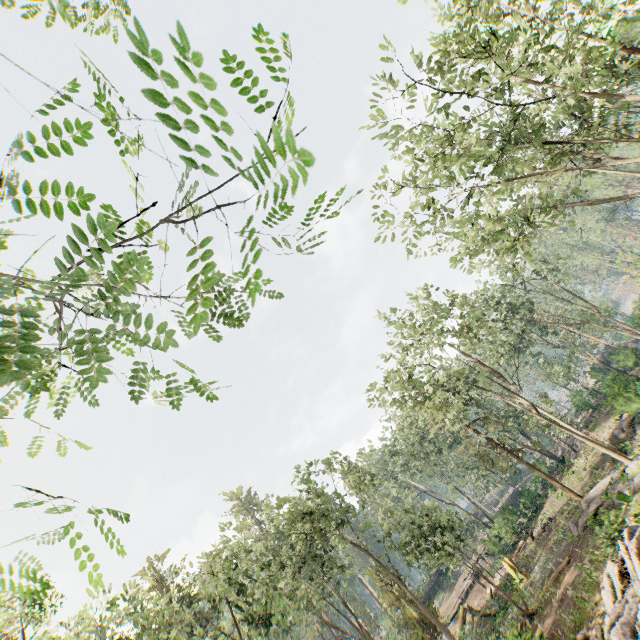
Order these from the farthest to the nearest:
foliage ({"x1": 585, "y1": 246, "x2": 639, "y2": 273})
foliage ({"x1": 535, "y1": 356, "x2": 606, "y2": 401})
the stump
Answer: foliage ({"x1": 535, "y1": 356, "x2": 606, "y2": 401}) < the stump < foliage ({"x1": 585, "y1": 246, "x2": 639, "y2": 273})

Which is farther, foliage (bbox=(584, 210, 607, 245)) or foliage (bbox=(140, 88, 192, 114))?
foliage (bbox=(584, 210, 607, 245))

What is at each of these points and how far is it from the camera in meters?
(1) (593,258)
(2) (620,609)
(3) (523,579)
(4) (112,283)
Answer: (1) foliage, 57.8
(2) foliage, 12.8
(3) stump, 25.1
(4) foliage, 1.0

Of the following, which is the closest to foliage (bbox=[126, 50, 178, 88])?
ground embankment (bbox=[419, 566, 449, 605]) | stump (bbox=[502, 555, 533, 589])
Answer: ground embankment (bbox=[419, 566, 449, 605])

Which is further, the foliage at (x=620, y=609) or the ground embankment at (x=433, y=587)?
the ground embankment at (x=433, y=587)

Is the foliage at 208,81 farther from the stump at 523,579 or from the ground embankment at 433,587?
the stump at 523,579
